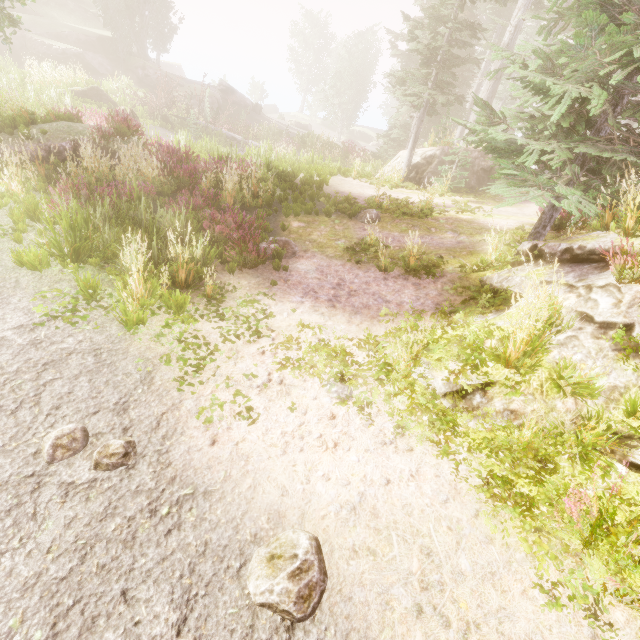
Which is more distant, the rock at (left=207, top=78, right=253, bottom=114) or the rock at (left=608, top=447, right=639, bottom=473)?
the rock at (left=207, top=78, right=253, bottom=114)

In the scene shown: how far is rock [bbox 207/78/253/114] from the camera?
30.3 meters

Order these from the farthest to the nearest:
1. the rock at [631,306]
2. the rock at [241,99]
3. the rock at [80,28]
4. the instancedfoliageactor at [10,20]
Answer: the rock at [241,99], the rock at [80,28], the instancedfoliageactor at [10,20], the rock at [631,306]

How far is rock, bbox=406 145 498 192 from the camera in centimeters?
A: 1484cm

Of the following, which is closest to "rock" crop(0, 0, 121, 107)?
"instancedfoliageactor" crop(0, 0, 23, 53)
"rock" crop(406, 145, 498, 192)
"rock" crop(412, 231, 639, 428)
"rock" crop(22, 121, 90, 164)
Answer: "instancedfoliageactor" crop(0, 0, 23, 53)

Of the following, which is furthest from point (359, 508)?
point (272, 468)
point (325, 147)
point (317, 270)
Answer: point (325, 147)

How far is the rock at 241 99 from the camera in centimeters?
3031cm

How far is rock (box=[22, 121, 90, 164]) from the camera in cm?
920
